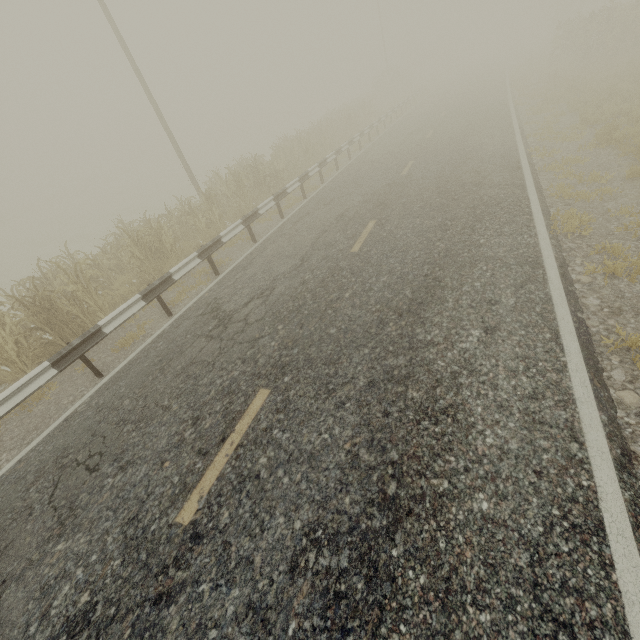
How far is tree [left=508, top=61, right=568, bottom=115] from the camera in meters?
14.7

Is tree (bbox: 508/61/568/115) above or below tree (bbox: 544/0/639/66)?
below

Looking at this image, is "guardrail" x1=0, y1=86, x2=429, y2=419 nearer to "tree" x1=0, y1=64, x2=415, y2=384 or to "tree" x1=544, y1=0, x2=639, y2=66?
"tree" x1=0, y1=64, x2=415, y2=384

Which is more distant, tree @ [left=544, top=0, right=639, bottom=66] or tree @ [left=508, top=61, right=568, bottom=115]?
tree @ [left=544, top=0, right=639, bottom=66]

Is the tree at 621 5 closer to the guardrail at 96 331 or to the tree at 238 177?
the guardrail at 96 331

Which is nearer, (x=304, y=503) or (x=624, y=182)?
(x=304, y=503)

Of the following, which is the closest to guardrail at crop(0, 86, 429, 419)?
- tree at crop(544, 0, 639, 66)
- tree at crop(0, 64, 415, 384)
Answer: tree at crop(0, 64, 415, 384)
